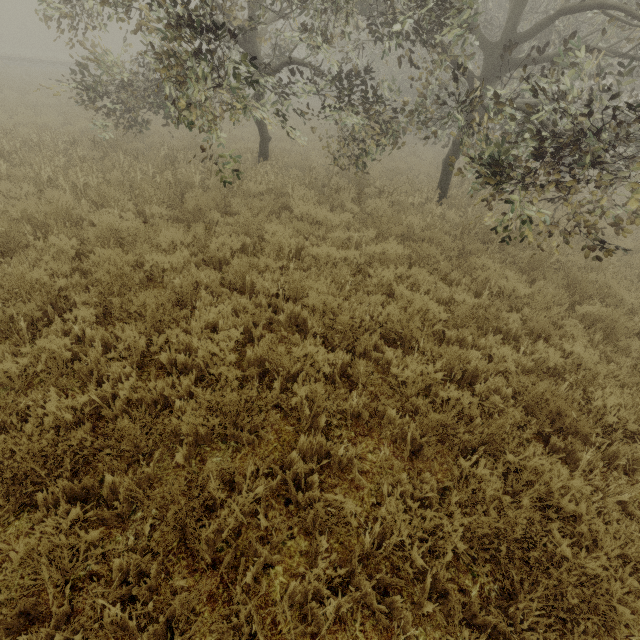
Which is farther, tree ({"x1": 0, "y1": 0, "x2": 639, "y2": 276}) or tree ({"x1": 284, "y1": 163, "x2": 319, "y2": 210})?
tree ({"x1": 284, "y1": 163, "x2": 319, "y2": 210})

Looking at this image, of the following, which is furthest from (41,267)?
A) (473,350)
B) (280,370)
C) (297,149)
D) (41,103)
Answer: (41,103)

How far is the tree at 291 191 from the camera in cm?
839

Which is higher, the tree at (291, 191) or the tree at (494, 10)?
the tree at (494, 10)

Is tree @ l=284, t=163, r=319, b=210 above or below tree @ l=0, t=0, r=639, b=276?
below

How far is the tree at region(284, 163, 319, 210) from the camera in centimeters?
839cm
